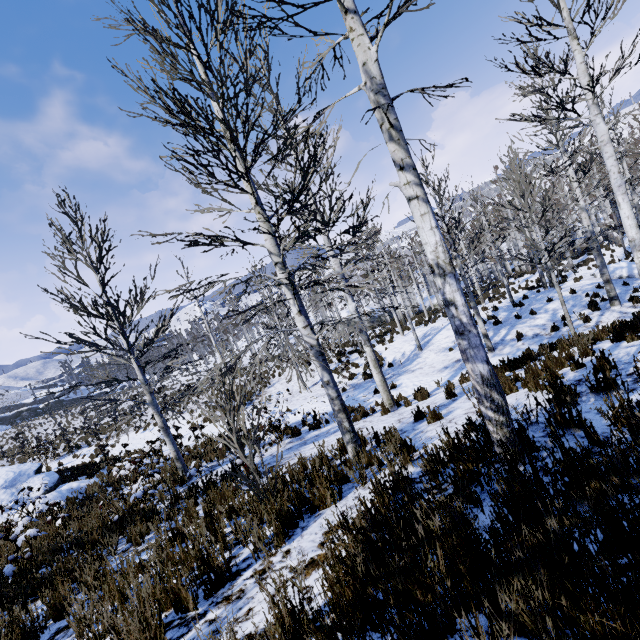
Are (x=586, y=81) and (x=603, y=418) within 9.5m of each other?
yes

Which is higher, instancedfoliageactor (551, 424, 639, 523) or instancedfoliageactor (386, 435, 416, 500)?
instancedfoliageactor (551, 424, 639, 523)

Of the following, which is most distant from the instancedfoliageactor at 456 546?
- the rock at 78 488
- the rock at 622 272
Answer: the rock at 78 488

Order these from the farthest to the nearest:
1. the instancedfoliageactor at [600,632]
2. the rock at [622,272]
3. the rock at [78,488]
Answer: the rock at [622,272] → the rock at [78,488] → the instancedfoliageactor at [600,632]

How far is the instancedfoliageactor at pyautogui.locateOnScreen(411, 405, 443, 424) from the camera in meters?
6.2 m

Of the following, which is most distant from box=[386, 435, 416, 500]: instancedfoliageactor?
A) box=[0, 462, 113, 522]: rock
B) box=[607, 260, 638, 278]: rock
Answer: box=[0, 462, 113, 522]: rock
